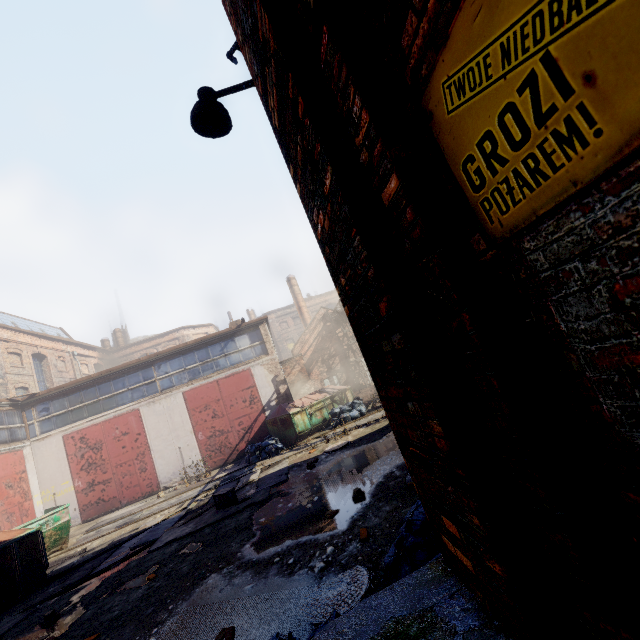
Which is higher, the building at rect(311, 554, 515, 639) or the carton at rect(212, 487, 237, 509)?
the building at rect(311, 554, 515, 639)

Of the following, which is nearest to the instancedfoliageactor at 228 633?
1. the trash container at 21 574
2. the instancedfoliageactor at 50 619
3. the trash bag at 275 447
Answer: the instancedfoliageactor at 50 619

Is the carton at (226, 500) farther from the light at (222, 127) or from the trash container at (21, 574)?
the light at (222, 127)

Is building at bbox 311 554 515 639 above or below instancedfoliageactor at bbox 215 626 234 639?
above

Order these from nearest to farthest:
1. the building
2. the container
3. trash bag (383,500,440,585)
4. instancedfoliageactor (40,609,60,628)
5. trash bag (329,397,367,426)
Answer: the building → trash bag (383,500,440,585) → instancedfoliageactor (40,609,60,628) → the container → trash bag (329,397,367,426)

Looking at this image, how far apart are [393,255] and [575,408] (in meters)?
0.87

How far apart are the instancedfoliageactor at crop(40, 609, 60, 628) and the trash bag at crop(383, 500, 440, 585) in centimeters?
660cm

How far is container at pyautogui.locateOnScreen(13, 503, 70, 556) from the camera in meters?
10.3 m
